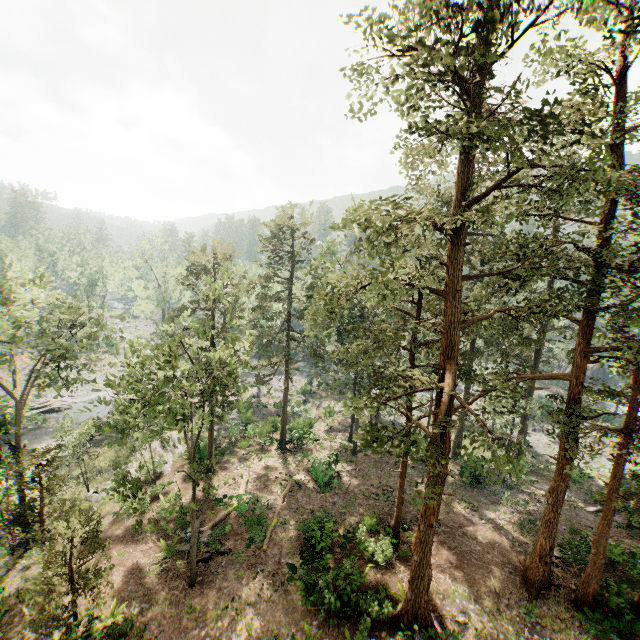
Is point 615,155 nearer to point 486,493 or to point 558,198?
point 558,198

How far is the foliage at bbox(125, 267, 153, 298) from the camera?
45.9m

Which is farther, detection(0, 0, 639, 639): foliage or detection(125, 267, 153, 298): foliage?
detection(125, 267, 153, 298): foliage

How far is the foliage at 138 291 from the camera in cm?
4588

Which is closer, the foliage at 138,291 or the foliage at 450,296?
the foliage at 450,296
